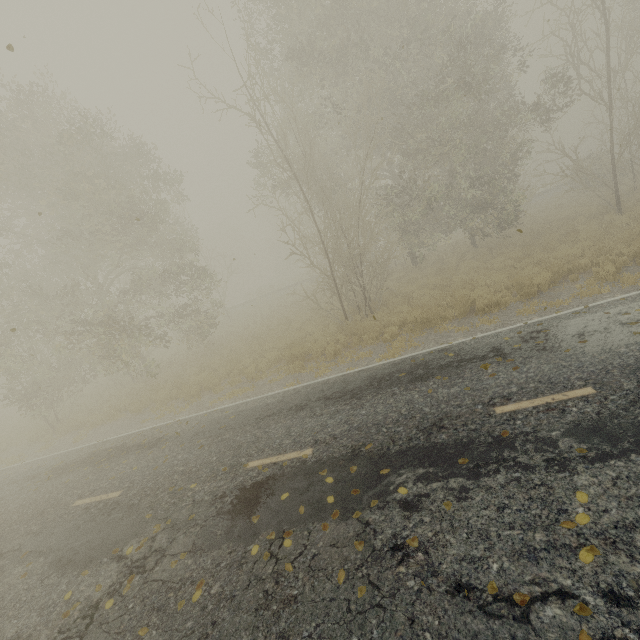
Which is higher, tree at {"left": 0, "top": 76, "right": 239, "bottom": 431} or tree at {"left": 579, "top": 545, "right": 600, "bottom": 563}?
tree at {"left": 0, "top": 76, "right": 239, "bottom": 431}

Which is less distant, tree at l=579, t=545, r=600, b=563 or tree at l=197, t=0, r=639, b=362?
tree at l=579, t=545, r=600, b=563

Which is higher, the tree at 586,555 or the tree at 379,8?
the tree at 379,8

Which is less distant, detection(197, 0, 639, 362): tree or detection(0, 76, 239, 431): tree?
detection(197, 0, 639, 362): tree

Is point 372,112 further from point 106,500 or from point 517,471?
point 106,500

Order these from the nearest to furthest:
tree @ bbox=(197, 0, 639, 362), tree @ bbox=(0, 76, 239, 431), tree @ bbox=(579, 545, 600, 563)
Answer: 1. tree @ bbox=(579, 545, 600, 563)
2. tree @ bbox=(197, 0, 639, 362)
3. tree @ bbox=(0, 76, 239, 431)

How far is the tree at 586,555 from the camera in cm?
315

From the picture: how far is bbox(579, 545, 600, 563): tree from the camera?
3.1 meters
